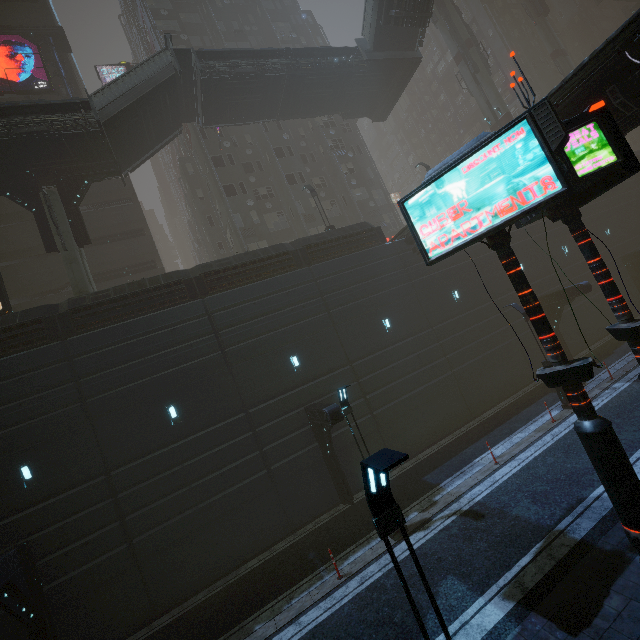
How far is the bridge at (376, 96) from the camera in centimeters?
2105cm

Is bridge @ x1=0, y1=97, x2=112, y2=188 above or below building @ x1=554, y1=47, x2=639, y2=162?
above

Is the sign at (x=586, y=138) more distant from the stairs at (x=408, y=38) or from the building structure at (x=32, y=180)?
the stairs at (x=408, y=38)

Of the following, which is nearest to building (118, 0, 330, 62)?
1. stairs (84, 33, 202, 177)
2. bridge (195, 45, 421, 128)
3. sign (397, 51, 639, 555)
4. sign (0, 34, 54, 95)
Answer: sign (397, 51, 639, 555)

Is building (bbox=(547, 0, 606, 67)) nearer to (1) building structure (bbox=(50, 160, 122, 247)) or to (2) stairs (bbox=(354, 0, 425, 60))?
(1) building structure (bbox=(50, 160, 122, 247))

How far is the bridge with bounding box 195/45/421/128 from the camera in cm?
2105

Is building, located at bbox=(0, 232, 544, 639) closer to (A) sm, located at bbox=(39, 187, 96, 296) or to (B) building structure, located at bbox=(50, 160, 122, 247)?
(A) sm, located at bbox=(39, 187, 96, 296)

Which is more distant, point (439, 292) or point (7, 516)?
point (439, 292)
